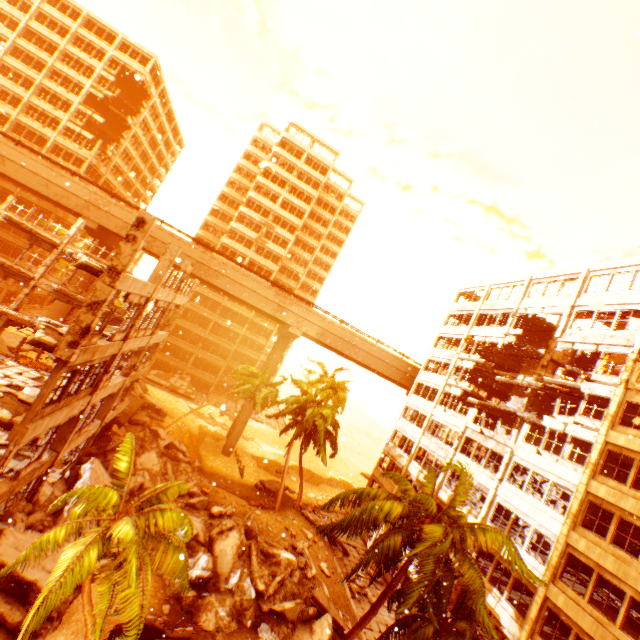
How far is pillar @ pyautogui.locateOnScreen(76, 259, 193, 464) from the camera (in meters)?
20.27

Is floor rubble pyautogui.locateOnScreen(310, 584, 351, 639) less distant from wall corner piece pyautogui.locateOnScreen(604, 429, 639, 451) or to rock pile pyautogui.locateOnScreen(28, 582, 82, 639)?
rock pile pyautogui.locateOnScreen(28, 582, 82, 639)

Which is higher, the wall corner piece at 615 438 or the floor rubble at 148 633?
the wall corner piece at 615 438

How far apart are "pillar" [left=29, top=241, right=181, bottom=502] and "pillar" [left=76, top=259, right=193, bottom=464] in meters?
4.5 m

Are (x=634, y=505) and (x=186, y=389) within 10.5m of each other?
no

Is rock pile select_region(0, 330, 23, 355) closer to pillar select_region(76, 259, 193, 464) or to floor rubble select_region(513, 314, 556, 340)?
pillar select_region(76, 259, 193, 464)

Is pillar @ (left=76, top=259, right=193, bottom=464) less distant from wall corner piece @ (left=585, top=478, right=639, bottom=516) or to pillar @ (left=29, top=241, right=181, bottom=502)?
pillar @ (left=29, top=241, right=181, bottom=502)

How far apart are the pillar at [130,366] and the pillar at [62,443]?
4.5m
